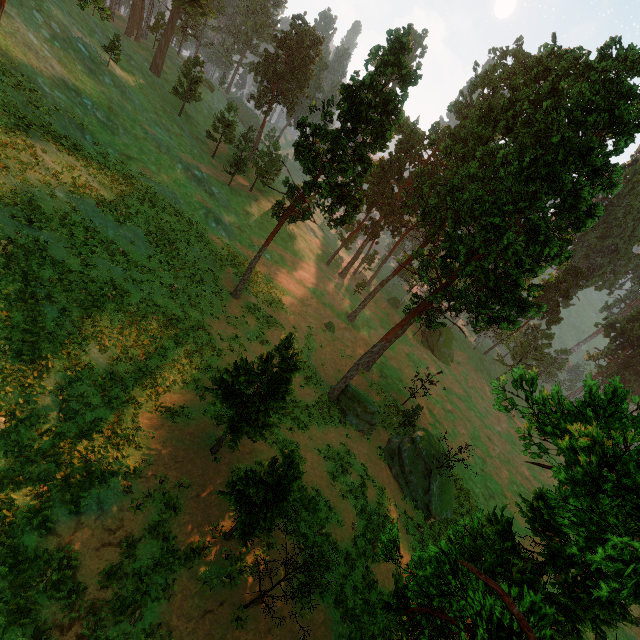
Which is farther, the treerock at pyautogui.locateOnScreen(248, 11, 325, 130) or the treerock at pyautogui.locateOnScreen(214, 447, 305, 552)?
the treerock at pyautogui.locateOnScreen(248, 11, 325, 130)

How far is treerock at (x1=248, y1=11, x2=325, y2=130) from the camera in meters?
53.6 m

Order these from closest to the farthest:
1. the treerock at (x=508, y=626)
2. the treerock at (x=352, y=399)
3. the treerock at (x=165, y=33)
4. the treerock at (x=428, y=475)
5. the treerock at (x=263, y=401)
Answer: the treerock at (x=508, y=626) < the treerock at (x=263, y=401) < the treerock at (x=352, y=399) < the treerock at (x=428, y=475) < the treerock at (x=165, y=33)

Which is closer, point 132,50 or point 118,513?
point 118,513

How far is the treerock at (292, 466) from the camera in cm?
Answer: 1309
